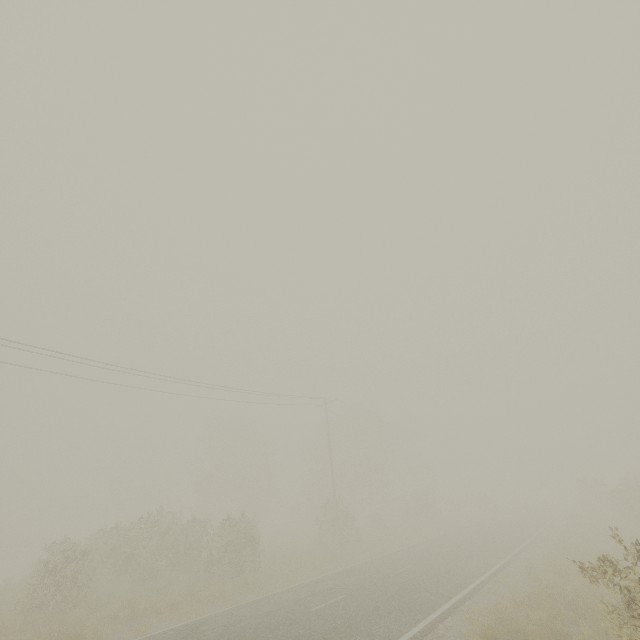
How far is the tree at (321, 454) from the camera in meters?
29.6 m

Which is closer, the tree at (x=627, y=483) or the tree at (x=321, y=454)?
the tree at (x=627, y=483)

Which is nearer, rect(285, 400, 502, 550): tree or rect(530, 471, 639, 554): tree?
rect(530, 471, 639, 554): tree

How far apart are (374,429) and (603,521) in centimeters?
2495cm

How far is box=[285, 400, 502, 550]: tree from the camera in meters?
29.6
